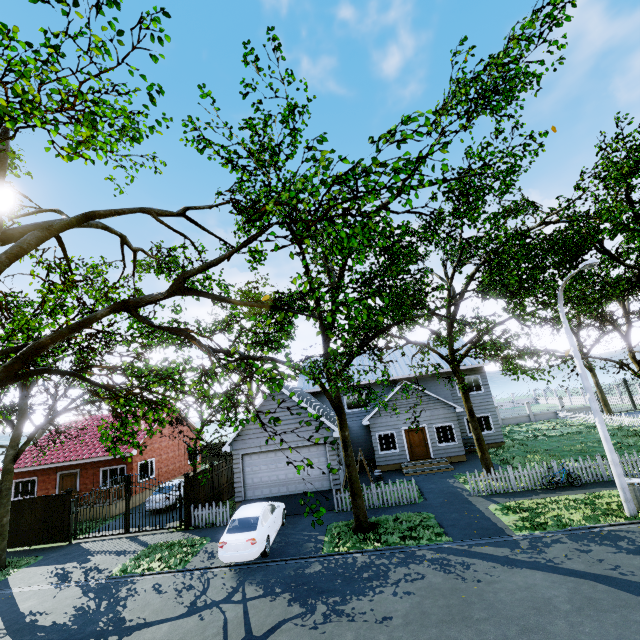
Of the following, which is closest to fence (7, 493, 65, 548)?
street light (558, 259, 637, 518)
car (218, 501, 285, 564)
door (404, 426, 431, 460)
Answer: car (218, 501, 285, 564)

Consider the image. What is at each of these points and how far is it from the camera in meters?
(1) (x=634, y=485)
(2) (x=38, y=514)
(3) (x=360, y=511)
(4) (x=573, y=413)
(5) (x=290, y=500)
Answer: (1) trash can, 11.3
(2) fence, 17.4
(3) tree, 12.9
(4) fence, 34.4
(5) garage entrance, 17.1

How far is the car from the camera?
11.5 meters

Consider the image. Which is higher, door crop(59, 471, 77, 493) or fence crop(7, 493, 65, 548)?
door crop(59, 471, 77, 493)

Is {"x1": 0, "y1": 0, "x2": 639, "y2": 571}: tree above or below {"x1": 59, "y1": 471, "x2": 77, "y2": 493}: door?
above

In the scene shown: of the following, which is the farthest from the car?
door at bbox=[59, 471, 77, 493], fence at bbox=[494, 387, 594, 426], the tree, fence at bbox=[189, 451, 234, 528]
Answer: door at bbox=[59, 471, 77, 493]

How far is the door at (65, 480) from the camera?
23.2m

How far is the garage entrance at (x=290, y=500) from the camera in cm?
1622
